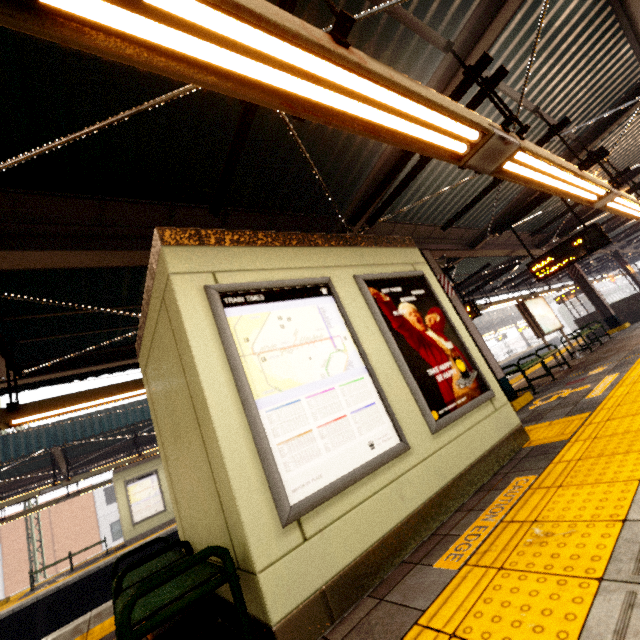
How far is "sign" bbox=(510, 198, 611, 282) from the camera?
6.80m

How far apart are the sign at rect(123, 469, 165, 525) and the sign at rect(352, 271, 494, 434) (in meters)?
15.00

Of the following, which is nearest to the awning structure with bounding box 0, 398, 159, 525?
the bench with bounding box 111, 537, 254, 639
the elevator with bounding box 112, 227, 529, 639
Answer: the elevator with bounding box 112, 227, 529, 639

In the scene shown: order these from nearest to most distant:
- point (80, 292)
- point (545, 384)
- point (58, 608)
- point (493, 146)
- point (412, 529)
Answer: point (412, 529) < point (493, 146) < point (80, 292) < point (545, 384) < point (58, 608)

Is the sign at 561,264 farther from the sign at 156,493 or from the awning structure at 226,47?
the sign at 156,493

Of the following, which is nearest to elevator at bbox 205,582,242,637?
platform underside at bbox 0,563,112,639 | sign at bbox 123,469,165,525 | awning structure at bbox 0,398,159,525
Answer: awning structure at bbox 0,398,159,525

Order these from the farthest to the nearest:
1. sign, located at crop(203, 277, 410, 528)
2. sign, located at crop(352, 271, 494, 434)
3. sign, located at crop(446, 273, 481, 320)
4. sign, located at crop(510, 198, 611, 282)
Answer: sign, located at crop(446, 273, 481, 320) → sign, located at crop(510, 198, 611, 282) → sign, located at crop(352, 271, 494, 434) → sign, located at crop(203, 277, 410, 528)

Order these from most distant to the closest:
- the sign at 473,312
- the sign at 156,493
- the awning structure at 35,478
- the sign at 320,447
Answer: the sign at 156,493 < the awning structure at 35,478 < the sign at 473,312 < the sign at 320,447
